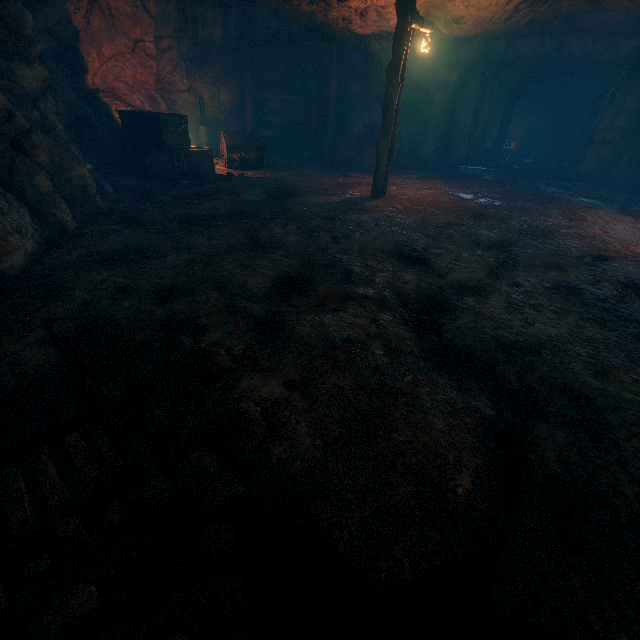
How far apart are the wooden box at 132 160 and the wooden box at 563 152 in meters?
21.8 m

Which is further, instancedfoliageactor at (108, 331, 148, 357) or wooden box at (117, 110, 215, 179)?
wooden box at (117, 110, 215, 179)

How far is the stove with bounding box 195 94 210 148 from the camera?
12.98m

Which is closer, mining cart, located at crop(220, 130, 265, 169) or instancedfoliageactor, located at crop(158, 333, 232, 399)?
instancedfoliageactor, located at crop(158, 333, 232, 399)

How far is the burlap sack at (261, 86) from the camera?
14.0 meters

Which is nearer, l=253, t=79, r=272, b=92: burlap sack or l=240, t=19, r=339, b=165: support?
l=240, t=19, r=339, b=165: support

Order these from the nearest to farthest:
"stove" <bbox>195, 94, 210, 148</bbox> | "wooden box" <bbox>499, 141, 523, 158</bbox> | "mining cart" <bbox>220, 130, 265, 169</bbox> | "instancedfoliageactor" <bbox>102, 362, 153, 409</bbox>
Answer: "instancedfoliageactor" <bbox>102, 362, 153, 409</bbox>
"mining cart" <bbox>220, 130, 265, 169</bbox>
"stove" <bbox>195, 94, 210, 148</bbox>
"wooden box" <bbox>499, 141, 523, 158</bbox>

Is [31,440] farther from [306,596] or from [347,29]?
[347,29]
